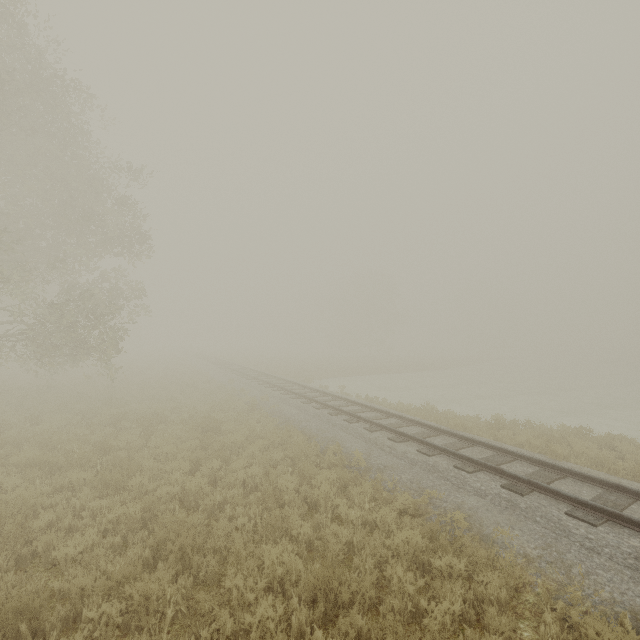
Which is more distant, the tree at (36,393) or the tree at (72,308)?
the tree at (36,393)

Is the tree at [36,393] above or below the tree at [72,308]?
below

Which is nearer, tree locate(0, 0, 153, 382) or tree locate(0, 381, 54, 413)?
tree locate(0, 0, 153, 382)

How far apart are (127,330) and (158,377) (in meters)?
9.58

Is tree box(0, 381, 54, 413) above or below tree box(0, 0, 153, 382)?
below
